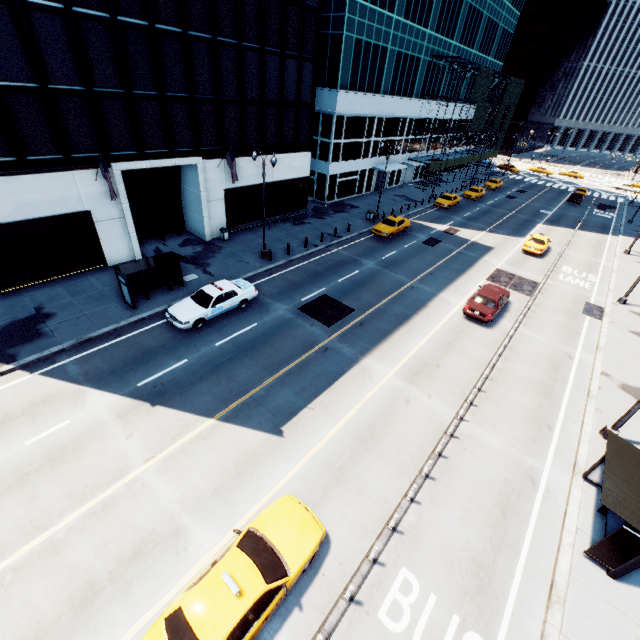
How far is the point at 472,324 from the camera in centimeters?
2056cm

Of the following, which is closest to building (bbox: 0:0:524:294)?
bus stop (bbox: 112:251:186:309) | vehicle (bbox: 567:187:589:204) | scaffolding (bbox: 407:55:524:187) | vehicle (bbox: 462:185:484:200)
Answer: bus stop (bbox: 112:251:186:309)

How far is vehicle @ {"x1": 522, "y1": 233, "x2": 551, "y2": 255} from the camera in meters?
30.7 m

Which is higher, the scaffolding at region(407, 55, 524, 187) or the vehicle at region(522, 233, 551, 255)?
the scaffolding at region(407, 55, 524, 187)

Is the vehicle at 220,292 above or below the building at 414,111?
below

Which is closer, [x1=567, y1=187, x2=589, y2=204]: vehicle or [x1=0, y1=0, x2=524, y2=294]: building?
[x1=0, y1=0, x2=524, y2=294]: building

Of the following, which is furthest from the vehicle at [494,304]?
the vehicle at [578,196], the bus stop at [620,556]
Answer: the vehicle at [578,196]

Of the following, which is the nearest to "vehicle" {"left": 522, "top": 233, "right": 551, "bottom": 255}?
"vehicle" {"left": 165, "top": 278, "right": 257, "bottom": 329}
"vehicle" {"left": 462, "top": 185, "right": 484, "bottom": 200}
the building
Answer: "vehicle" {"left": 462, "top": 185, "right": 484, "bottom": 200}
